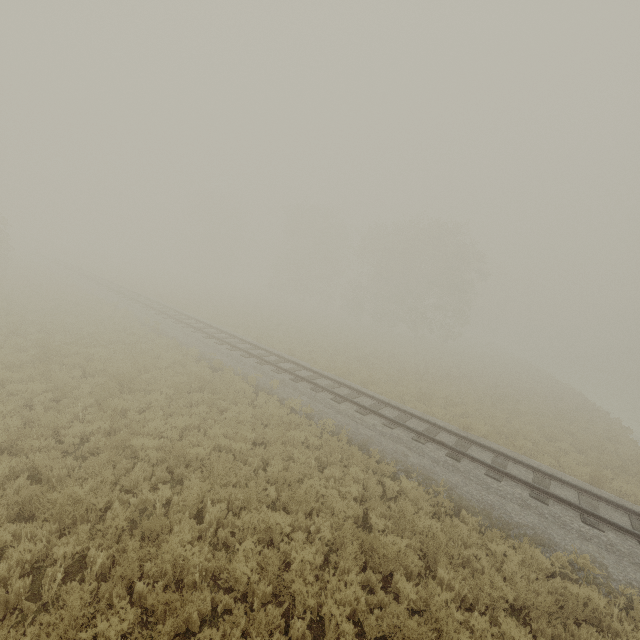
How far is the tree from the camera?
49.69m

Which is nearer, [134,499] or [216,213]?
[134,499]

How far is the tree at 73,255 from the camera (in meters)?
49.69
